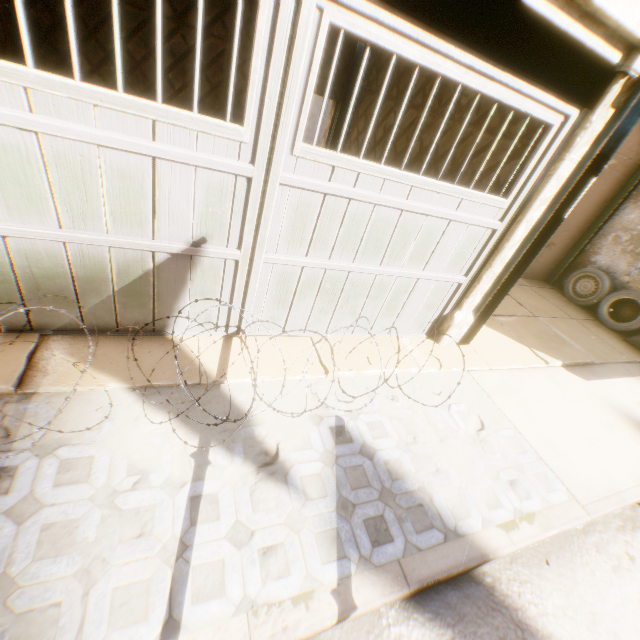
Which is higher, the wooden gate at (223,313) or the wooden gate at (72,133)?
the wooden gate at (72,133)

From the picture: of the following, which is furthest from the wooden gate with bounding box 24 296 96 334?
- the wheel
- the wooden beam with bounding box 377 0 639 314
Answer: the wheel

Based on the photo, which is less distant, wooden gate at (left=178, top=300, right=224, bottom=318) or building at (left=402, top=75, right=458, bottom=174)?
wooden gate at (left=178, top=300, right=224, bottom=318)

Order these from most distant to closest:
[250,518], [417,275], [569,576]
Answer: [417,275] < [569,576] < [250,518]

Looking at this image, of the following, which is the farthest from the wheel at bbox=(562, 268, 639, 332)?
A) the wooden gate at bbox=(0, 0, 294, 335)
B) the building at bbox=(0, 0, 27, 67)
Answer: the wooden gate at bbox=(0, 0, 294, 335)

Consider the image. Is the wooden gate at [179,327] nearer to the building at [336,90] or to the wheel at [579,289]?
the building at [336,90]

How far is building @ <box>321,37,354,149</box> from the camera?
6.88m

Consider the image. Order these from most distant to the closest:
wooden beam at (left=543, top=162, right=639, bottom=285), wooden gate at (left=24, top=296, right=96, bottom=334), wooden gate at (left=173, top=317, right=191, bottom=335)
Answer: wooden beam at (left=543, top=162, right=639, bottom=285)
wooden gate at (left=173, top=317, right=191, bottom=335)
wooden gate at (left=24, top=296, right=96, bottom=334)
